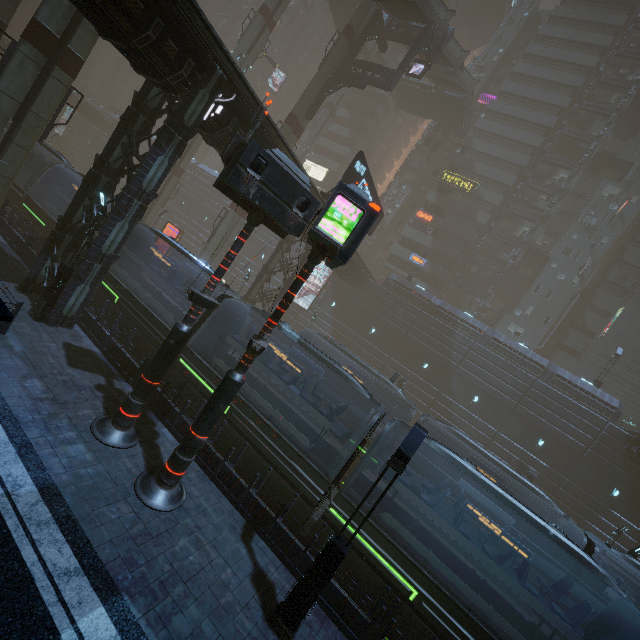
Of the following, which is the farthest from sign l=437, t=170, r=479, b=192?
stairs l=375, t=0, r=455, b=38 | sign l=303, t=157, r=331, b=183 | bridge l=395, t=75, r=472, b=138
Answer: sign l=303, t=157, r=331, b=183

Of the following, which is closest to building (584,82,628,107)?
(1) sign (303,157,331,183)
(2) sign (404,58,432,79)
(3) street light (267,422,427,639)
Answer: (1) sign (303,157,331,183)

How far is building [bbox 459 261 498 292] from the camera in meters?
44.5 m

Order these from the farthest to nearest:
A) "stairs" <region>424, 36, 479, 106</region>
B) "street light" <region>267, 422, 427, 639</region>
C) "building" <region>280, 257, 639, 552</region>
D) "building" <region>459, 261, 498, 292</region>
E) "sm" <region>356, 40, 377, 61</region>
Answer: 1. "sm" <region>356, 40, 377, 61</region>
2. "building" <region>459, 261, 498, 292</region>
3. "stairs" <region>424, 36, 479, 106</region>
4. "building" <region>280, 257, 639, 552</region>
5. "street light" <region>267, 422, 427, 639</region>

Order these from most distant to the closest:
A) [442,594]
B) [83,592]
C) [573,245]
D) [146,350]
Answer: [573,245] → [146,350] → [442,594] → [83,592]

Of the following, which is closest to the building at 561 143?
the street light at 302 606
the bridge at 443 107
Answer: the bridge at 443 107

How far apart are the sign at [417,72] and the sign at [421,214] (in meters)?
20.16

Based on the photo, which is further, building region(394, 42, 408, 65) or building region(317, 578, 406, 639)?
building region(394, 42, 408, 65)
